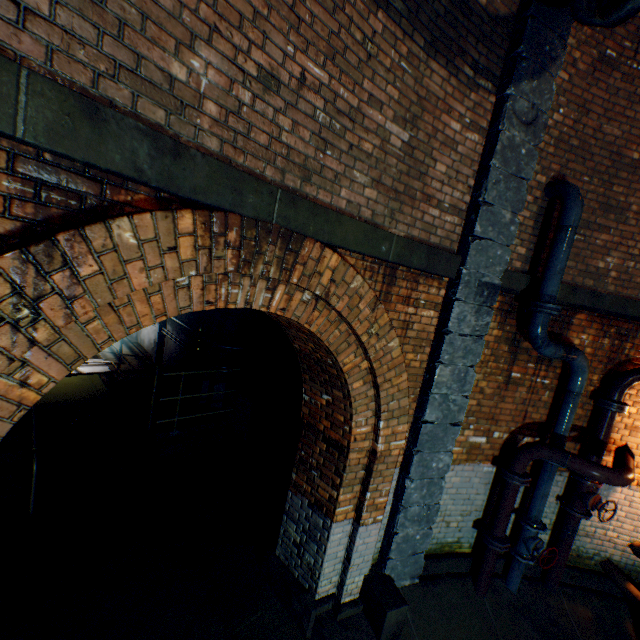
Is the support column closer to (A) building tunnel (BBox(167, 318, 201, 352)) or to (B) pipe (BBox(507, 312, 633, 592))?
(B) pipe (BBox(507, 312, 633, 592))

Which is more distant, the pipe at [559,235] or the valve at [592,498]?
the valve at [592,498]

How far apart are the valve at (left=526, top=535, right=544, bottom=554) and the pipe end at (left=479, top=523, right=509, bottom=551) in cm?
29

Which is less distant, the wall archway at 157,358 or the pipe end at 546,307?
the pipe end at 546,307

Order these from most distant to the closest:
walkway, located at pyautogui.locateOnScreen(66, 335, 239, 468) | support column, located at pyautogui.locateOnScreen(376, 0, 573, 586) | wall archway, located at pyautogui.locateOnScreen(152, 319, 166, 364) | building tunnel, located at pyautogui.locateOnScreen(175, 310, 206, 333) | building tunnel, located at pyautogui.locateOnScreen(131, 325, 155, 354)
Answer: building tunnel, located at pyautogui.locateOnScreen(131, 325, 155, 354), wall archway, located at pyautogui.locateOnScreen(152, 319, 166, 364), building tunnel, located at pyautogui.locateOnScreen(175, 310, 206, 333), walkway, located at pyautogui.locateOnScreen(66, 335, 239, 468), support column, located at pyautogui.locateOnScreen(376, 0, 573, 586)

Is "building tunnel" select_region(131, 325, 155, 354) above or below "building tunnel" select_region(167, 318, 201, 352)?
below

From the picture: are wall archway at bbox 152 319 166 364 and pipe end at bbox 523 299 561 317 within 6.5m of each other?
no

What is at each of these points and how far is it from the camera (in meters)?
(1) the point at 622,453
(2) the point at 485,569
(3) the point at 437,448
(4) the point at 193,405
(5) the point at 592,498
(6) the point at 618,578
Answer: (1) pipe, 4.44
(2) pipe, 4.57
(3) support column, 4.12
(4) walkway, 7.62
(5) valve, 4.51
(6) pipe, 4.77
